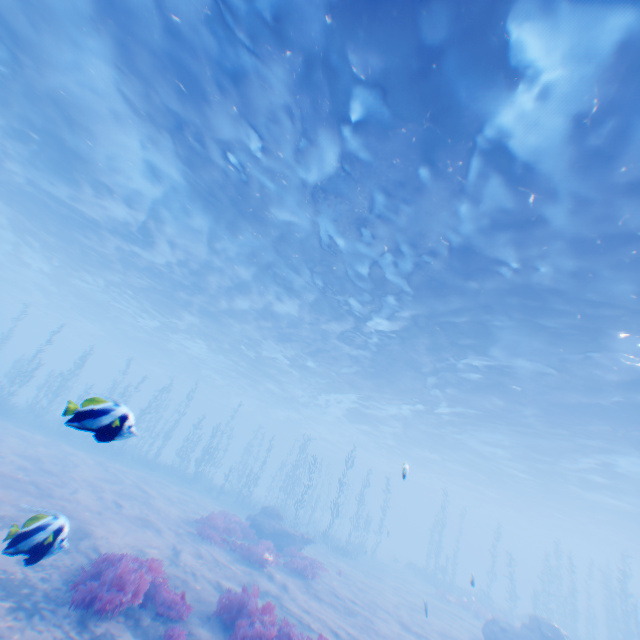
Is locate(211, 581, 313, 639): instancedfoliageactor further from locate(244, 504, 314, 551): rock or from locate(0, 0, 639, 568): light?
locate(244, 504, 314, 551): rock

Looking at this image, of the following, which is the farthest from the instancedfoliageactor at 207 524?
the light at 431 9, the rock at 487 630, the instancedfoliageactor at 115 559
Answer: the light at 431 9

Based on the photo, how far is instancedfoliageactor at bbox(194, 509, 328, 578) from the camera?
13.48m

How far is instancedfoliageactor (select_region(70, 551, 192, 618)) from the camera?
6.0 meters

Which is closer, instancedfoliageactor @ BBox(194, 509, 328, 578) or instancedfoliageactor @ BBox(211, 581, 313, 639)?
instancedfoliageactor @ BBox(211, 581, 313, 639)

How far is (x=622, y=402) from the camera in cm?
1655

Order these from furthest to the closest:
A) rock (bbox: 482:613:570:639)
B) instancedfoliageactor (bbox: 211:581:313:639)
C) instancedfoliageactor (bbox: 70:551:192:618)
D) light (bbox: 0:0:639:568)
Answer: rock (bbox: 482:613:570:639), light (bbox: 0:0:639:568), instancedfoliageactor (bbox: 211:581:313:639), instancedfoliageactor (bbox: 70:551:192:618)

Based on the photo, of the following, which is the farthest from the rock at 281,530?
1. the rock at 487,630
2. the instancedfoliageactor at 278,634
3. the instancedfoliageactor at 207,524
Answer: the instancedfoliageactor at 278,634
